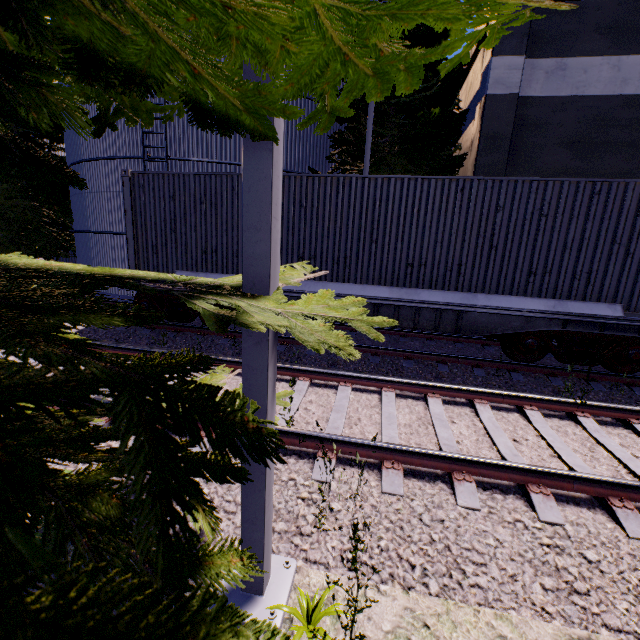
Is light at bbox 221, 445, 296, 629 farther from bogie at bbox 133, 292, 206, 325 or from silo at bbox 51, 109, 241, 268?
bogie at bbox 133, 292, 206, 325

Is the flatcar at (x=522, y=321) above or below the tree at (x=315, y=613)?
above

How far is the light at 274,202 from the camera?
1.7m

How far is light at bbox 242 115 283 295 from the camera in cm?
175

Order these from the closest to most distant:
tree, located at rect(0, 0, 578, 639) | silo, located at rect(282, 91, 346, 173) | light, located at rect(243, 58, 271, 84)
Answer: tree, located at rect(0, 0, 578, 639) < light, located at rect(243, 58, 271, 84) < silo, located at rect(282, 91, 346, 173)

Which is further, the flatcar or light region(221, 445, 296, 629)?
the flatcar

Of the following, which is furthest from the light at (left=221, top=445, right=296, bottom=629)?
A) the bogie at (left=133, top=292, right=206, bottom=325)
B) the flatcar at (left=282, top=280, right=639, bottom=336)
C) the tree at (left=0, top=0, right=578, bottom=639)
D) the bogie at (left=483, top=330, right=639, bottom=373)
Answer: the bogie at (left=133, top=292, right=206, bottom=325)

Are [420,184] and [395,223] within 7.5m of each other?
yes
